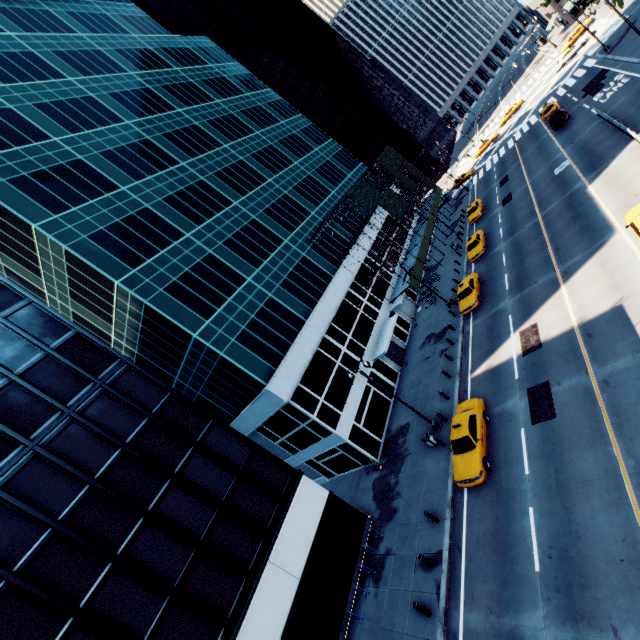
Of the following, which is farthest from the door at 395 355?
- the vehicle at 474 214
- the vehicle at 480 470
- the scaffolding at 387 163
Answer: the vehicle at 474 214

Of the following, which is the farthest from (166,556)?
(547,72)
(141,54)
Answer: (547,72)

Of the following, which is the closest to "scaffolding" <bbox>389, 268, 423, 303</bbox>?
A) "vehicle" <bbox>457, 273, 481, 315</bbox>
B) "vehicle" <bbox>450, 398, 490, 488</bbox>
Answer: "vehicle" <bbox>457, 273, 481, 315</bbox>

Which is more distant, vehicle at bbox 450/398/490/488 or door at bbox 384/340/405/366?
door at bbox 384/340/405/366

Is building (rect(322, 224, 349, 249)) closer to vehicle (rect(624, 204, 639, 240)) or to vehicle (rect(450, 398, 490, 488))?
vehicle (rect(450, 398, 490, 488))

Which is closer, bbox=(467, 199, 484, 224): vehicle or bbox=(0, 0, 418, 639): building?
bbox=(0, 0, 418, 639): building

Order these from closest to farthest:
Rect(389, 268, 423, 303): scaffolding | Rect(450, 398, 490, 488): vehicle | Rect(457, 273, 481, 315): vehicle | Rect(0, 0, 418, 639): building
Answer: Rect(0, 0, 418, 639): building
Rect(450, 398, 490, 488): vehicle
Rect(457, 273, 481, 315): vehicle
Rect(389, 268, 423, 303): scaffolding

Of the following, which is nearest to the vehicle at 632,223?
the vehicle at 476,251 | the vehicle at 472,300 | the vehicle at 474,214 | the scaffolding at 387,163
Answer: the vehicle at 472,300
